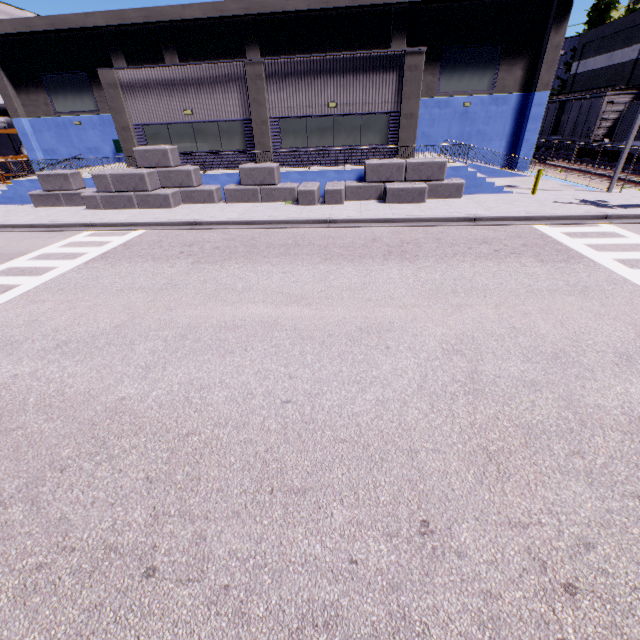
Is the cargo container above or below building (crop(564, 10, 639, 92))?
below

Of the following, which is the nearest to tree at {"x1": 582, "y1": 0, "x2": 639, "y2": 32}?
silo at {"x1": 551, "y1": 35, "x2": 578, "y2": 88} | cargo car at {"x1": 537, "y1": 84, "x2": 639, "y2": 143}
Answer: silo at {"x1": 551, "y1": 35, "x2": 578, "y2": 88}

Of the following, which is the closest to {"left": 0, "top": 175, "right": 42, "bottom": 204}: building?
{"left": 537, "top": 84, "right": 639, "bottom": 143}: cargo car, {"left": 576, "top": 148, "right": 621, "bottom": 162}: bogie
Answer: {"left": 537, "top": 84, "right": 639, "bottom": 143}: cargo car

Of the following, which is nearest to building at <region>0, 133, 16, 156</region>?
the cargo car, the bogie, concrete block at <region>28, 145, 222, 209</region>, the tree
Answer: concrete block at <region>28, 145, 222, 209</region>

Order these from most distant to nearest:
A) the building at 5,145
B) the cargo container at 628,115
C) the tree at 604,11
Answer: the tree at 604,11 → the building at 5,145 → the cargo container at 628,115

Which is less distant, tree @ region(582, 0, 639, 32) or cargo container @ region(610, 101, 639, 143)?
cargo container @ region(610, 101, 639, 143)

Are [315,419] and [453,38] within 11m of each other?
no

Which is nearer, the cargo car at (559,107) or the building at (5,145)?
the cargo car at (559,107)
